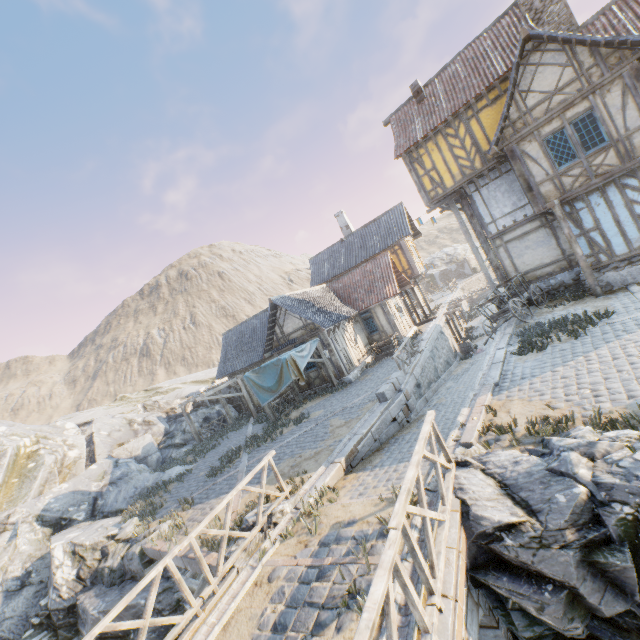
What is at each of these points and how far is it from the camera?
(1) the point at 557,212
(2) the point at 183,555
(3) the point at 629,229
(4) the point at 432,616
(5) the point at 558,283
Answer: (1) wooden structure, 12.2 meters
(2) stone blocks, 8.0 meters
(3) building, 11.7 meters
(4) wooden fence, 3.5 meters
(5) stone foundation, 15.0 meters

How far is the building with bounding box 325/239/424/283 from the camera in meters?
25.7

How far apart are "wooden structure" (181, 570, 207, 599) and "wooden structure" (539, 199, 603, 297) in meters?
15.2

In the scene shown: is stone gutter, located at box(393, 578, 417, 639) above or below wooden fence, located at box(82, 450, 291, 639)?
below

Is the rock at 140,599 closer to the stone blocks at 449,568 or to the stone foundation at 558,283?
the stone blocks at 449,568

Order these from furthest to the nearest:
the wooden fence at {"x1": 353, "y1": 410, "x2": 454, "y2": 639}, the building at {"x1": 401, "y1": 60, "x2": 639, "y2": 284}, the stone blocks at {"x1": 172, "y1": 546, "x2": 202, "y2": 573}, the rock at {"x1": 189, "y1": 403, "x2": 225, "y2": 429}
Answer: the rock at {"x1": 189, "y1": 403, "x2": 225, "y2": 429}
the building at {"x1": 401, "y1": 60, "x2": 639, "y2": 284}
the stone blocks at {"x1": 172, "y1": 546, "x2": 202, "y2": 573}
the wooden fence at {"x1": 353, "y1": 410, "x2": 454, "y2": 639}

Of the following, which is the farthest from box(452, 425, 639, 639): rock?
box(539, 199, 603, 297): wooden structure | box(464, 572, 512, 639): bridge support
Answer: box(539, 199, 603, 297): wooden structure

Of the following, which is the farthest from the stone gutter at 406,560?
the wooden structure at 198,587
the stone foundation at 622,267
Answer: the wooden structure at 198,587
